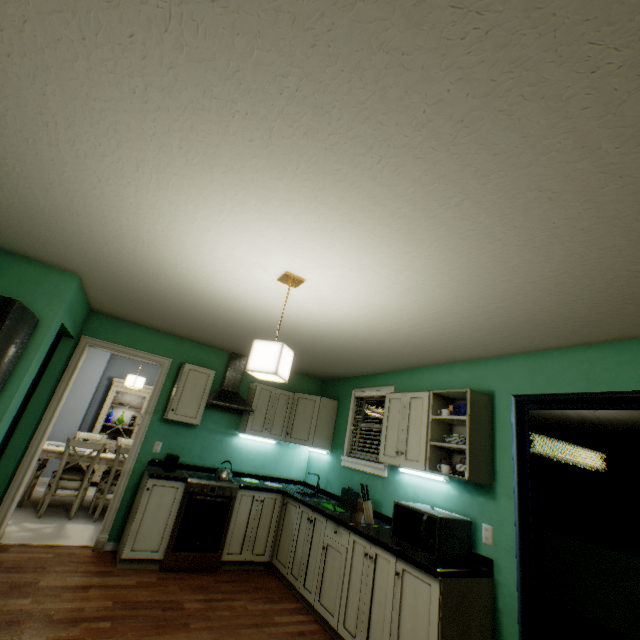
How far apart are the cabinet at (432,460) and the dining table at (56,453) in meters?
3.7

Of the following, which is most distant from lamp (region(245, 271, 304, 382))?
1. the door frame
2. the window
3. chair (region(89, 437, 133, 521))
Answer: chair (region(89, 437, 133, 521))

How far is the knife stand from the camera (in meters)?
3.09

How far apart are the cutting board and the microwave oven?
0.8m

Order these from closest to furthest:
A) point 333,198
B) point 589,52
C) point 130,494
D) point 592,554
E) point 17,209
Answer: point 589,52 → point 333,198 → point 17,209 → point 130,494 → point 592,554

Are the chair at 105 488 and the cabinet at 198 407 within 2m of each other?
yes

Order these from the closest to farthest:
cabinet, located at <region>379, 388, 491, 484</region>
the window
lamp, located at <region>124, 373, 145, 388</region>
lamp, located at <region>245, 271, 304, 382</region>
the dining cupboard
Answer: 1. lamp, located at <region>245, 271, 304, 382</region>
2. cabinet, located at <region>379, 388, 491, 484</region>
3. the window
4. lamp, located at <region>124, 373, 145, 388</region>
5. the dining cupboard

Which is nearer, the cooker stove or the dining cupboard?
the cooker stove
